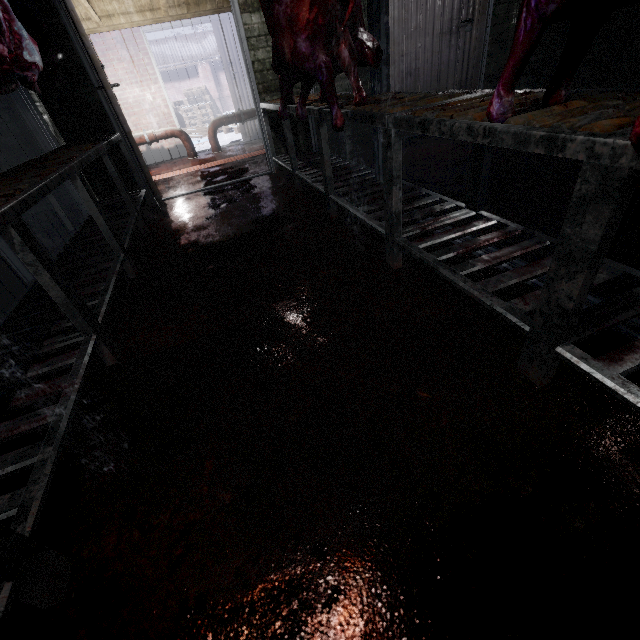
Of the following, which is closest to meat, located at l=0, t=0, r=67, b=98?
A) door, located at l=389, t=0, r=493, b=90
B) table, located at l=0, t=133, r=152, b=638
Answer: table, located at l=0, t=133, r=152, b=638

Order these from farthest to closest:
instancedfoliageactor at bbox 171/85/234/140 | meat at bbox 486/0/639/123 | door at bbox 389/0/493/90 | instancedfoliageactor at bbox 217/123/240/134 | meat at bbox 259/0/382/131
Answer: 1. instancedfoliageactor at bbox 171/85/234/140
2. instancedfoliageactor at bbox 217/123/240/134
3. door at bbox 389/0/493/90
4. meat at bbox 259/0/382/131
5. meat at bbox 486/0/639/123

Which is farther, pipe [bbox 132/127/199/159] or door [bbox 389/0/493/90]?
pipe [bbox 132/127/199/159]

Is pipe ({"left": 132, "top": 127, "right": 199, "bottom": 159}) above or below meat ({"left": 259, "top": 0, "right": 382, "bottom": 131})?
below

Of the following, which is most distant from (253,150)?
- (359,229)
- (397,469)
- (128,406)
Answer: (397,469)

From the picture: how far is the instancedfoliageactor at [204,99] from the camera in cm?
1051

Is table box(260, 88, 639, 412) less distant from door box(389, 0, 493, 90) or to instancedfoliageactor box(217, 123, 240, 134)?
door box(389, 0, 493, 90)

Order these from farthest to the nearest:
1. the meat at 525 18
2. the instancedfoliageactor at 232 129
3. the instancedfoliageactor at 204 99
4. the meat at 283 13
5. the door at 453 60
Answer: the instancedfoliageactor at 204 99
the instancedfoliageactor at 232 129
the door at 453 60
the meat at 283 13
the meat at 525 18
